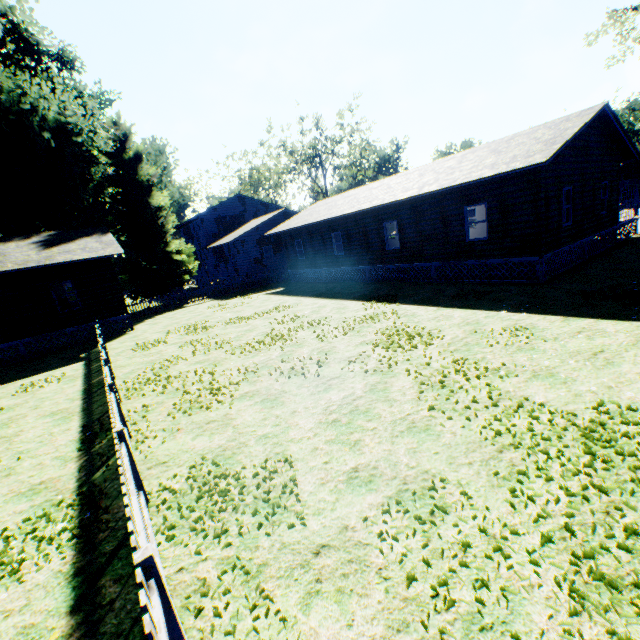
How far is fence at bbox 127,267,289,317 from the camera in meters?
24.4

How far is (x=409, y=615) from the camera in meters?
2.8 m

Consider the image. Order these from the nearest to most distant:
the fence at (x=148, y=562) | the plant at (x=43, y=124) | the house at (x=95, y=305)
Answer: the fence at (x=148, y=562) → the house at (x=95, y=305) → the plant at (x=43, y=124)

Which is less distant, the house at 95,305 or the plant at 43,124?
the house at 95,305

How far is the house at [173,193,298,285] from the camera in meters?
30.5 m

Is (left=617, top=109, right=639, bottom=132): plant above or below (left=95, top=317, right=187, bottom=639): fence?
above

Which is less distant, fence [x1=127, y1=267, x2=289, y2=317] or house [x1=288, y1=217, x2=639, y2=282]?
house [x1=288, y1=217, x2=639, y2=282]

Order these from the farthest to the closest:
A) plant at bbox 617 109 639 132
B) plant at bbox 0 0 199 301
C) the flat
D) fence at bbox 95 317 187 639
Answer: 1. plant at bbox 617 109 639 132
2. plant at bbox 0 0 199 301
3. the flat
4. fence at bbox 95 317 187 639
